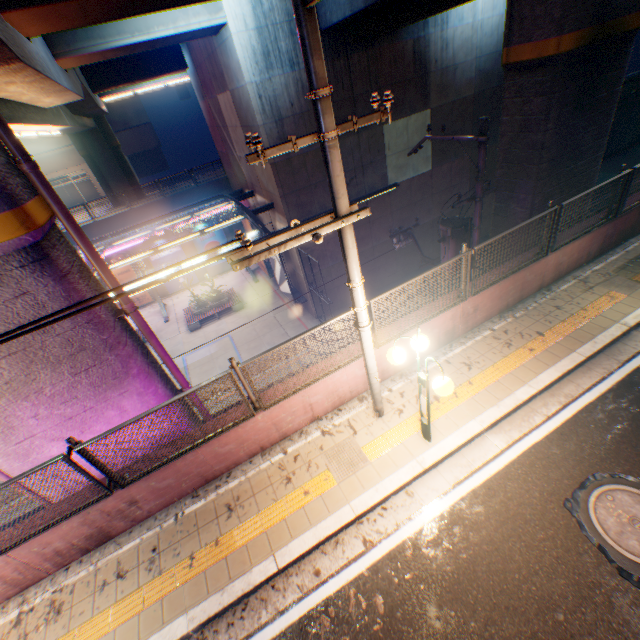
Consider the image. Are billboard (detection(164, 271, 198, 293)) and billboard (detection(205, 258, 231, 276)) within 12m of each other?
yes

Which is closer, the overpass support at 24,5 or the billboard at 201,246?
the overpass support at 24,5

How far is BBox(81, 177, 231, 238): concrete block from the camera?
22.67m

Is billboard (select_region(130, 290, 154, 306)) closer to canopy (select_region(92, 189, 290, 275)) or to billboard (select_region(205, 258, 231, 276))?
canopy (select_region(92, 189, 290, 275))

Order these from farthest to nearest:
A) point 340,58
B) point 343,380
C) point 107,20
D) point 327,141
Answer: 1. point 340,58
2. point 107,20
3. point 343,380
4. point 327,141

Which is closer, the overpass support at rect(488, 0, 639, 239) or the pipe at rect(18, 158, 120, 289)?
the pipe at rect(18, 158, 120, 289)

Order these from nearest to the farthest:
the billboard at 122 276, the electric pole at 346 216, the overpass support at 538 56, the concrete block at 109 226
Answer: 1. the electric pole at 346 216
2. the overpass support at 538 56
3. the concrete block at 109 226
4. the billboard at 122 276

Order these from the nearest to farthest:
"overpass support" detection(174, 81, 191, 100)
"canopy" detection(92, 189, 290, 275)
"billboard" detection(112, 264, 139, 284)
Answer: "canopy" detection(92, 189, 290, 275) < "billboard" detection(112, 264, 139, 284) < "overpass support" detection(174, 81, 191, 100)
